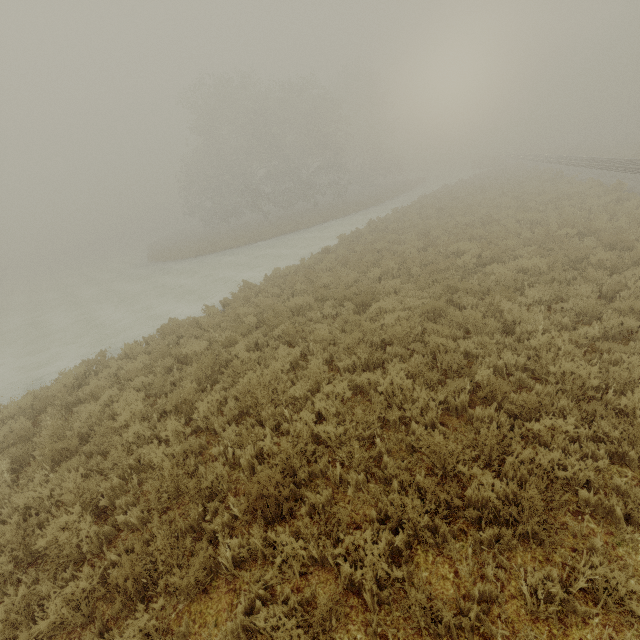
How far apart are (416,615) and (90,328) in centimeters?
1861cm
